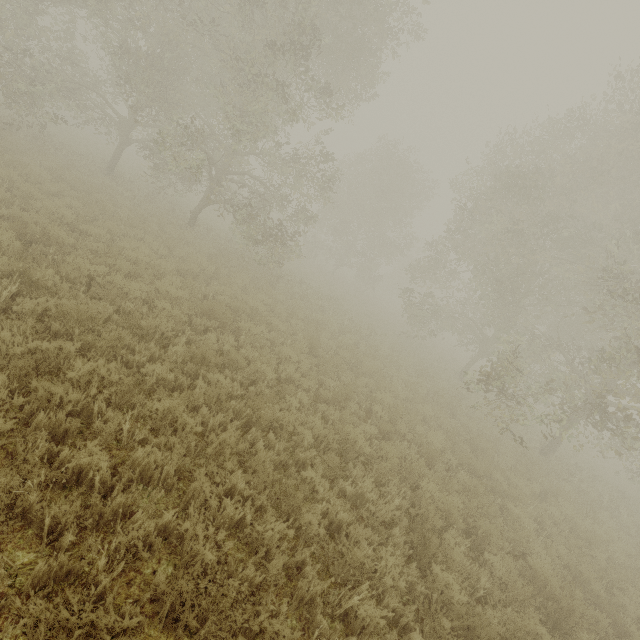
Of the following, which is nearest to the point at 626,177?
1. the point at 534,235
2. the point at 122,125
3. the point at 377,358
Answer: the point at 534,235
